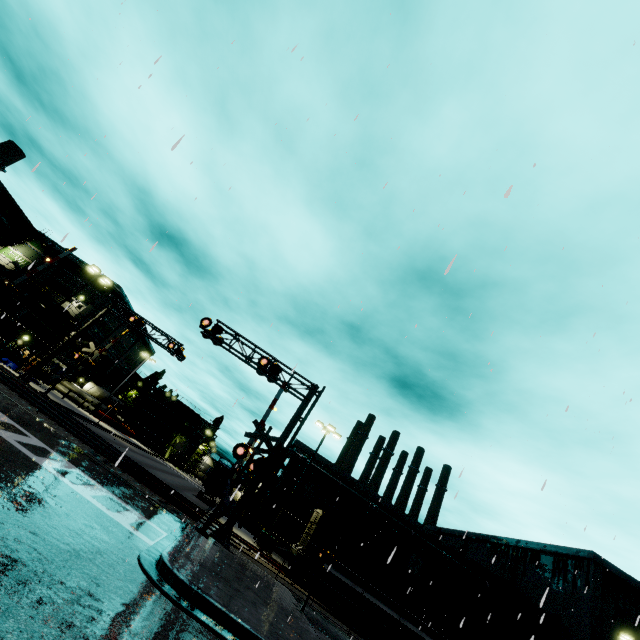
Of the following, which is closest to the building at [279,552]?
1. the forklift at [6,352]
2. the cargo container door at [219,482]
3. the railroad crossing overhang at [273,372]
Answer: the forklift at [6,352]

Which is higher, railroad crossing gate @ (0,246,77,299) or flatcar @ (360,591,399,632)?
railroad crossing gate @ (0,246,77,299)

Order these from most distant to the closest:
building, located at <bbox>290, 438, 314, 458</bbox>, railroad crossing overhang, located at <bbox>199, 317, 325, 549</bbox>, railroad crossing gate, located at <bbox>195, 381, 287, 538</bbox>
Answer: building, located at <bbox>290, 438, 314, 458</bbox> < railroad crossing overhang, located at <bbox>199, 317, 325, 549</bbox> < railroad crossing gate, located at <bbox>195, 381, 287, 538</bbox>

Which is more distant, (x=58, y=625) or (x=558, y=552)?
(x=558, y=552)

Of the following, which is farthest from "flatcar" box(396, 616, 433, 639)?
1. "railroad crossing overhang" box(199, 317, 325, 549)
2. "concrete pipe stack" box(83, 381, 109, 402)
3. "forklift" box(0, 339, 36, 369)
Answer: "forklift" box(0, 339, 36, 369)

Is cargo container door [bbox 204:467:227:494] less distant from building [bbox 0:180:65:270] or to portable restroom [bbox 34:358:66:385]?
building [bbox 0:180:65:270]

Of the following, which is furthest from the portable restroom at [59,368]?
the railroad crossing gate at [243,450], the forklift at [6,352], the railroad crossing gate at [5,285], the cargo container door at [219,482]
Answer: the railroad crossing gate at [243,450]

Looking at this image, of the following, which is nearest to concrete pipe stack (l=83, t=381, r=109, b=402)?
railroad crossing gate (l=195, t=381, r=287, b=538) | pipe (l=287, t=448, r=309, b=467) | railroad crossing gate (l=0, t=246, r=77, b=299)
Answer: pipe (l=287, t=448, r=309, b=467)
